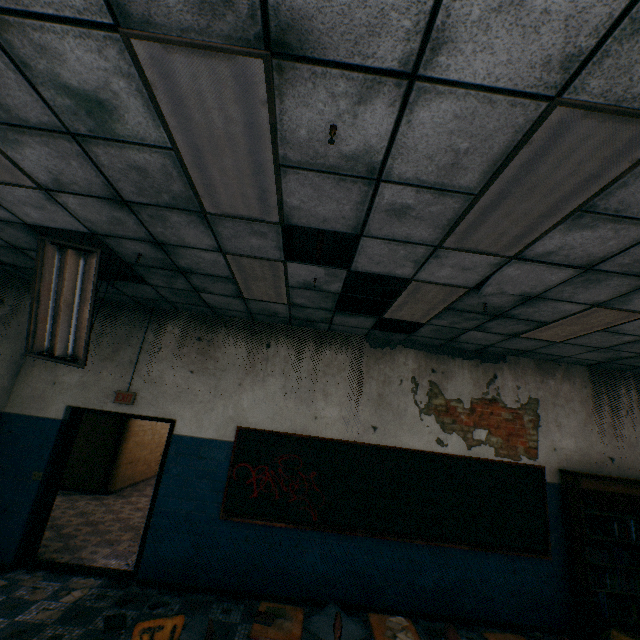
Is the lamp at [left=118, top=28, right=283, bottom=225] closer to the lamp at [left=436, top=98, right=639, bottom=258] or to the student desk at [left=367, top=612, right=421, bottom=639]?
the lamp at [left=436, top=98, right=639, bottom=258]

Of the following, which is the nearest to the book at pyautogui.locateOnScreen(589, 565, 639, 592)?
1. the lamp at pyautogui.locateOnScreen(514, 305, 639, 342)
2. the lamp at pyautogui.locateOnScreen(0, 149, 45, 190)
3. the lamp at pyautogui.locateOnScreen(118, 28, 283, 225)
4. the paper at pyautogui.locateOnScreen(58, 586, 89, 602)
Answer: the lamp at pyautogui.locateOnScreen(514, 305, 639, 342)

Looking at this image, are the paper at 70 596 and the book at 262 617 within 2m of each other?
no

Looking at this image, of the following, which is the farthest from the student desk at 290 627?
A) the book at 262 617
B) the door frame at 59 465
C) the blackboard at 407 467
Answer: the door frame at 59 465

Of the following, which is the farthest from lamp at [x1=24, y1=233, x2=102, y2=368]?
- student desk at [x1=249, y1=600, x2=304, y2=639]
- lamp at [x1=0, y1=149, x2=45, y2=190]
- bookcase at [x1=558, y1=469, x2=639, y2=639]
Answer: bookcase at [x1=558, y1=469, x2=639, y2=639]

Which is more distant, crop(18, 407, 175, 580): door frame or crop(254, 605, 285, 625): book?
crop(18, 407, 175, 580): door frame

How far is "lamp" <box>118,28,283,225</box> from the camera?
1.5m

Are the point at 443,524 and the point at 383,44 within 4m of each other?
no
